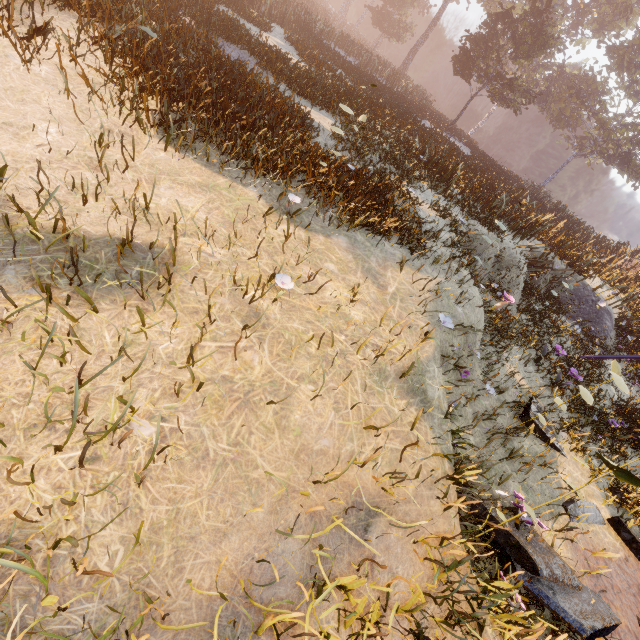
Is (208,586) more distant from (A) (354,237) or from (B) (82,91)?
(B) (82,91)
